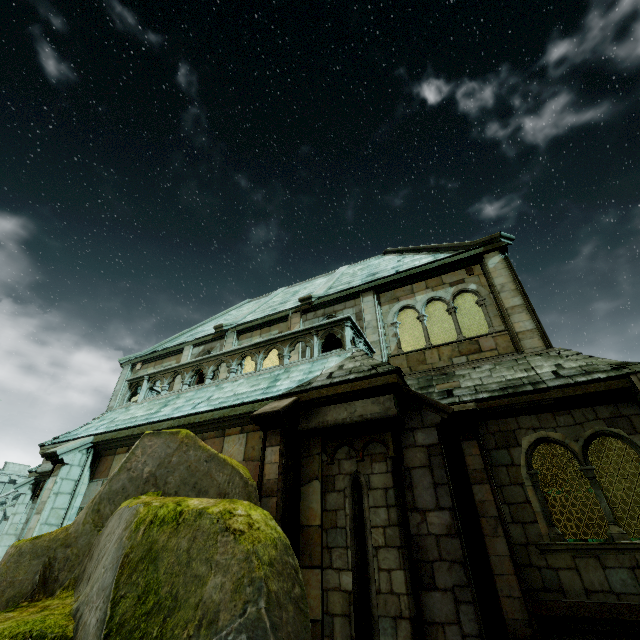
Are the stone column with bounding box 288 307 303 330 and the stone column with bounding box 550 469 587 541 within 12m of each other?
no

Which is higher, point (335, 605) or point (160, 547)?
point (160, 547)

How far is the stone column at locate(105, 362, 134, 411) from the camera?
15.78m

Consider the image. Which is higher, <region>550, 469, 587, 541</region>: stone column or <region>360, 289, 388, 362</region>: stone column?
<region>360, 289, 388, 362</region>: stone column

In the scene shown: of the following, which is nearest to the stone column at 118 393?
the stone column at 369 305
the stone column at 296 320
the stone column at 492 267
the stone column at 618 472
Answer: the stone column at 296 320

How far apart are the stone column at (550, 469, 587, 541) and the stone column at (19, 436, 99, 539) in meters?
19.1

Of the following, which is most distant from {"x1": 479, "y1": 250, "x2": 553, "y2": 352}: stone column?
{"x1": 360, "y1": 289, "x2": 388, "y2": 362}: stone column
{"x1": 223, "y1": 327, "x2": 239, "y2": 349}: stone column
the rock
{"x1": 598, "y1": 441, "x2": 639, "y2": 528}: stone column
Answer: {"x1": 223, "y1": 327, "x2": 239, "y2": 349}: stone column

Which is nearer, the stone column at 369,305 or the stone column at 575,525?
the stone column at 369,305
